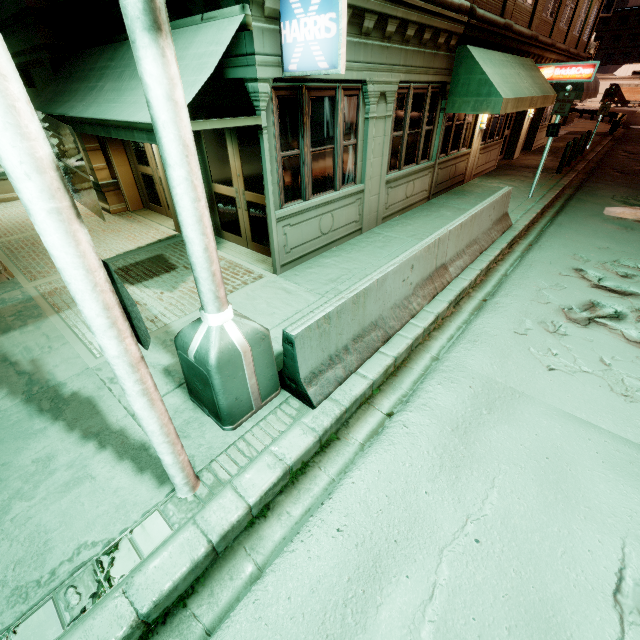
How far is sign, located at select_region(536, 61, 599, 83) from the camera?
12.8 meters

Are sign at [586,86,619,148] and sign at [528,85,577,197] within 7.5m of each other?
no

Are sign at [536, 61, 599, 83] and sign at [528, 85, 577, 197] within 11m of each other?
yes

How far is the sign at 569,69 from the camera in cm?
1279

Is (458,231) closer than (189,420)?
No

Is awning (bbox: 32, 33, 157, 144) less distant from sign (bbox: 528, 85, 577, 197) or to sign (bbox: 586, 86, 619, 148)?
sign (bbox: 528, 85, 577, 197)

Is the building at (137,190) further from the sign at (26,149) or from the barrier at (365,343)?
the sign at (26,149)

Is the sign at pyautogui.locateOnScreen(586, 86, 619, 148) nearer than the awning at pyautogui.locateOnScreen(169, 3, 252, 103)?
No
